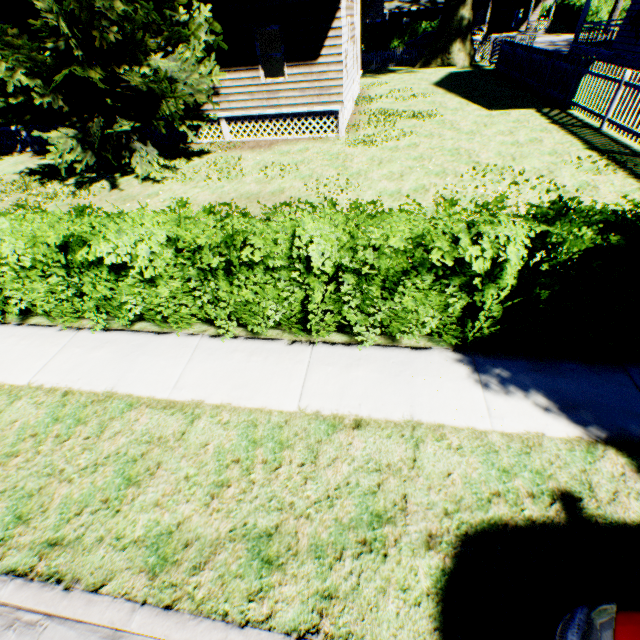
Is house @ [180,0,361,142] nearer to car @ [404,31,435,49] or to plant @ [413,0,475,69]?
plant @ [413,0,475,69]

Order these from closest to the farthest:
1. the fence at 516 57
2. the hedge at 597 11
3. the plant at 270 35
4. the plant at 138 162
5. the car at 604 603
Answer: the car at 604 603
the plant at 138 162
the fence at 516 57
the plant at 270 35
the hedge at 597 11

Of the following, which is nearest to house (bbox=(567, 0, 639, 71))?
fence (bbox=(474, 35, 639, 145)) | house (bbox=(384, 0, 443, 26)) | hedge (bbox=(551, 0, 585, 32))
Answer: fence (bbox=(474, 35, 639, 145))

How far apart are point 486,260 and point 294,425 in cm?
287

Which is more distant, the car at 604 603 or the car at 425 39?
the car at 425 39

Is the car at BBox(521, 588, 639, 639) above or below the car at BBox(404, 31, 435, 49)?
below

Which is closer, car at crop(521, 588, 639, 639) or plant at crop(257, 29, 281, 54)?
car at crop(521, 588, 639, 639)

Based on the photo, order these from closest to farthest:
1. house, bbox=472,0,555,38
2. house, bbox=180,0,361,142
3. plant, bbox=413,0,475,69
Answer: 1. house, bbox=180,0,361,142
2. plant, bbox=413,0,475,69
3. house, bbox=472,0,555,38
